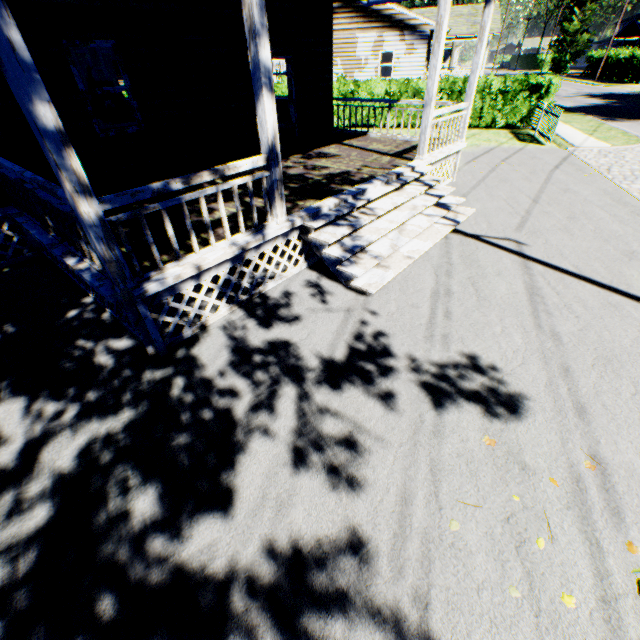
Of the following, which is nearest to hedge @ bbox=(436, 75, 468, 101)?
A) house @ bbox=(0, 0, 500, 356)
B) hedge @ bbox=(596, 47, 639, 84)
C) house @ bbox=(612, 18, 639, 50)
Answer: house @ bbox=(0, 0, 500, 356)

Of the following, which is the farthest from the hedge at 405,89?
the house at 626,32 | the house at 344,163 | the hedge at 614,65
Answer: the house at 626,32

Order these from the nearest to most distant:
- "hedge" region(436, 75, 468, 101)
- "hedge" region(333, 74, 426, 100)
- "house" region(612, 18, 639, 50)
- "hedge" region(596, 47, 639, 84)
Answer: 1. "hedge" region(436, 75, 468, 101)
2. "hedge" region(333, 74, 426, 100)
3. "hedge" region(596, 47, 639, 84)
4. "house" region(612, 18, 639, 50)

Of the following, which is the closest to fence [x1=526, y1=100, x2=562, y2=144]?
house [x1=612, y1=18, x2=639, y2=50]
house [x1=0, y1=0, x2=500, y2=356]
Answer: house [x1=0, y1=0, x2=500, y2=356]

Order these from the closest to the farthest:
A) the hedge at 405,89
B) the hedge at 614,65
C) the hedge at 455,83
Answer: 1. the hedge at 455,83
2. the hedge at 405,89
3. the hedge at 614,65

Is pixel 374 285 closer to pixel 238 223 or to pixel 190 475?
pixel 238 223

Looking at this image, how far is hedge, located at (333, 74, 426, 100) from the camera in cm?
1655
